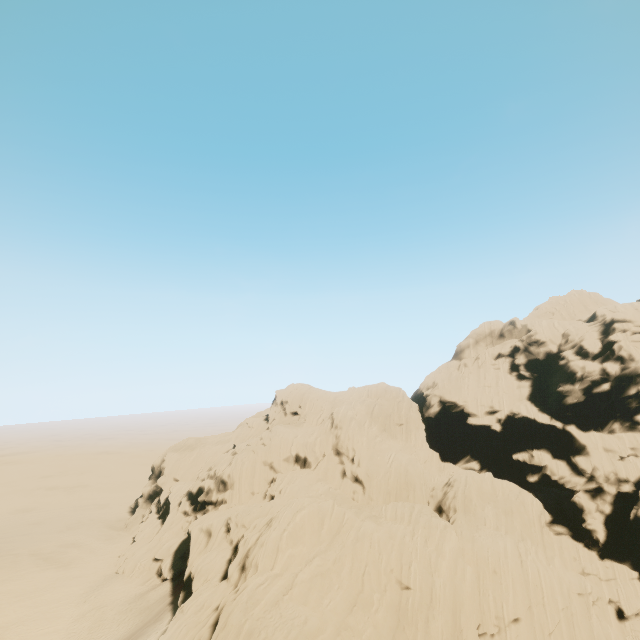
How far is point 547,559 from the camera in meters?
39.8 m
